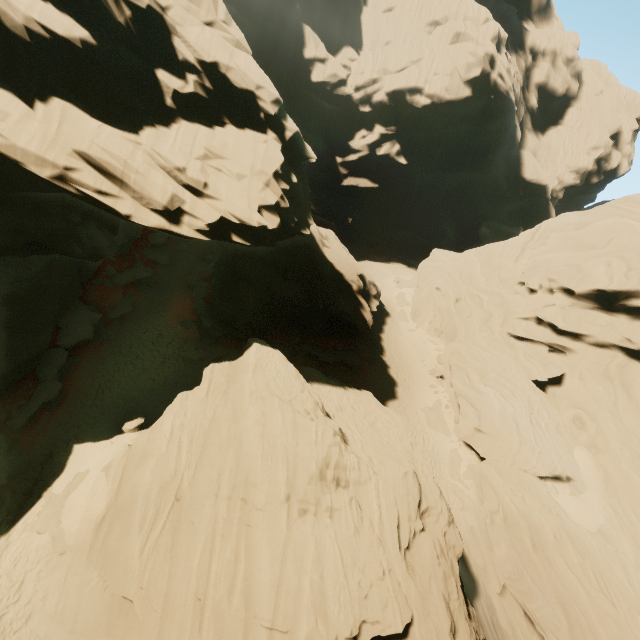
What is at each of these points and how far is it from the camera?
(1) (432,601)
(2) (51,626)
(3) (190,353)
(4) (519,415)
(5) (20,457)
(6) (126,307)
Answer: (1) rock, 14.5 meters
(2) rock, 12.2 meters
(3) rock, 26.3 meters
(4) rock, 27.4 meters
(5) rock, 15.9 meters
(6) rock, 27.4 meters

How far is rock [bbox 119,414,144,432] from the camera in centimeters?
1842cm

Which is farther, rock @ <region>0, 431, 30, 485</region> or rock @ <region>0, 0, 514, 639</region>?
rock @ <region>0, 431, 30, 485</region>

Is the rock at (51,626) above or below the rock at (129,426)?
below

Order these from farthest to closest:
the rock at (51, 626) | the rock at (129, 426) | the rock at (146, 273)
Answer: the rock at (146, 273) → the rock at (129, 426) → the rock at (51, 626)
